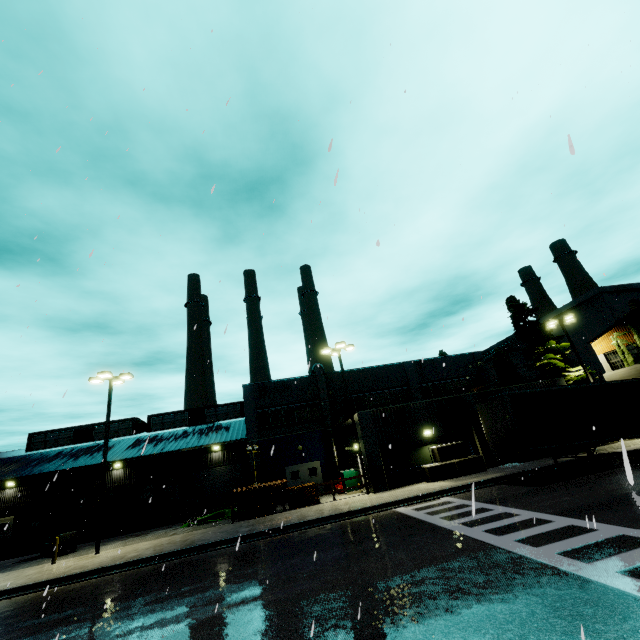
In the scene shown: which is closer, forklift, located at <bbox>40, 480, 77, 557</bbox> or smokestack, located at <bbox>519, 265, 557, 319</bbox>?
forklift, located at <bbox>40, 480, 77, 557</bbox>

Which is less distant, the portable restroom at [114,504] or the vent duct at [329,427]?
the portable restroom at [114,504]

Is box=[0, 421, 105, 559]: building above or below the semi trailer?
above

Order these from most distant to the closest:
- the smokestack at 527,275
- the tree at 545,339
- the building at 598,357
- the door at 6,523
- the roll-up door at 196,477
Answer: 1. the smokestack at 527,275
2. the roll-up door at 196,477
3. the door at 6,523
4. the tree at 545,339
5. the building at 598,357

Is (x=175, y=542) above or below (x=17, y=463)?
below

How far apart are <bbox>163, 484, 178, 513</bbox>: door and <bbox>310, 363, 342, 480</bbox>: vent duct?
16.27m

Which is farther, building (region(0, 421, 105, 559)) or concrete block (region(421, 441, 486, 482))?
building (region(0, 421, 105, 559))

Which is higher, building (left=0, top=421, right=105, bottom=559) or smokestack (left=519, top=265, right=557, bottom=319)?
smokestack (left=519, top=265, right=557, bottom=319)
